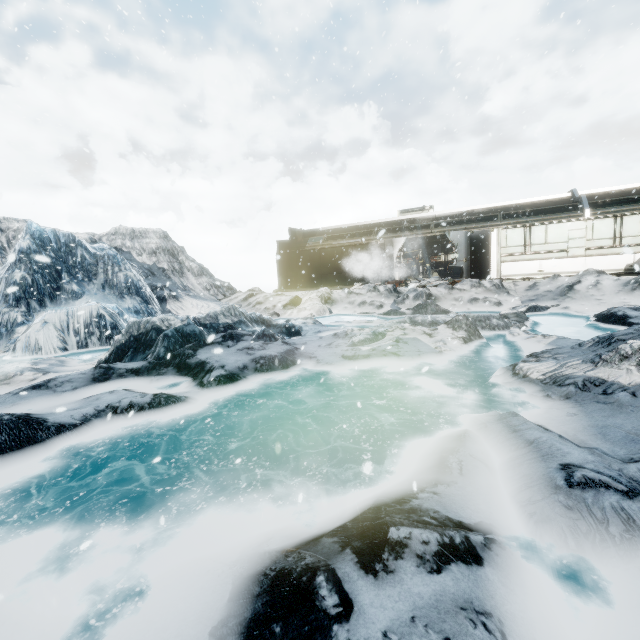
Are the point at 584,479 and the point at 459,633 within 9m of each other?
yes
